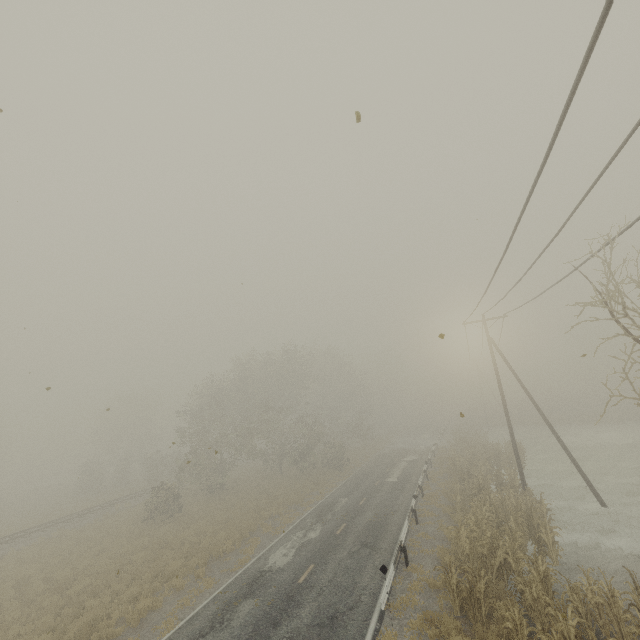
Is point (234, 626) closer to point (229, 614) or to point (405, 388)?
point (229, 614)

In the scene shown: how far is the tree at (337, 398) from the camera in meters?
32.1 m

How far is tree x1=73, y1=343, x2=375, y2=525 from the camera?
32.1 meters
